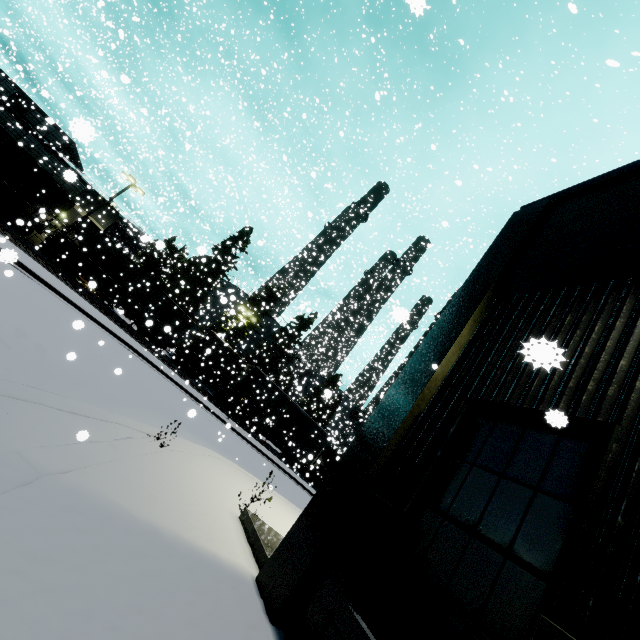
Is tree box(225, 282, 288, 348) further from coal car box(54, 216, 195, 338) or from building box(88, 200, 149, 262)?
building box(88, 200, 149, 262)

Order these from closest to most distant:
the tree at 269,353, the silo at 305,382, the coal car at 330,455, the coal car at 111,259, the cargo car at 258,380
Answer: the coal car at 111,259, the cargo car at 258,380, the coal car at 330,455, the silo at 305,382, the tree at 269,353

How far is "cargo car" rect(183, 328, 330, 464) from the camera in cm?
2975

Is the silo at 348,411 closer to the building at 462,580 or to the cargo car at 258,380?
the cargo car at 258,380

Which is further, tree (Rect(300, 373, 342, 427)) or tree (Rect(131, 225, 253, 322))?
tree (Rect(131, 225, 253, 322))

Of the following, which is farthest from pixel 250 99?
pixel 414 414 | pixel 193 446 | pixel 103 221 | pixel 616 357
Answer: pixel 616 357

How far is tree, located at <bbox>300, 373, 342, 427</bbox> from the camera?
33.19m

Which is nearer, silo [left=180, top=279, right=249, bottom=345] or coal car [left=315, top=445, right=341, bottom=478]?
silo [left=180, top=279, right=249, bottom=345]
